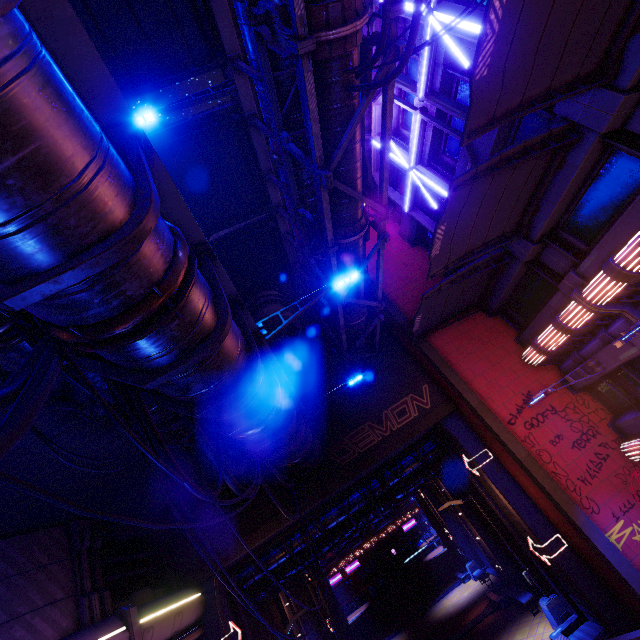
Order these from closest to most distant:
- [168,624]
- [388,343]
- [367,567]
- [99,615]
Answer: [99,615], [168,624], [388,343], [367,567]

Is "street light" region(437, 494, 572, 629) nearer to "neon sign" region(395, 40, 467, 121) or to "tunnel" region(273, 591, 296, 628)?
"tunnel" region(273, 591, 296, 628)

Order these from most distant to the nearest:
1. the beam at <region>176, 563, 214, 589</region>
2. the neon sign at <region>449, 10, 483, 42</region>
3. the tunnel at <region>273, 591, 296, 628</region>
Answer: the tunnel at <region>273, 591, 296, 628</region>
the beam at <region>176, 563, 214, 589</region>
the neon sign at <region>449, 10, 483, 42</region>

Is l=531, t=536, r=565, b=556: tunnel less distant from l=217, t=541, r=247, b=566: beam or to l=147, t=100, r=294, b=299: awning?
l=217, t=541, r=247, b=566: beam

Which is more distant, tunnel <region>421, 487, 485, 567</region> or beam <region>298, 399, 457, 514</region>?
tunnel <region>421, 487, 485, 567</region>

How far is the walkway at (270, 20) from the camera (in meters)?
7.25

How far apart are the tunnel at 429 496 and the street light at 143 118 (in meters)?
31.23

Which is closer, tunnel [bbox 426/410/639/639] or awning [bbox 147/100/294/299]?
awning [bbox 147/100/294/299]
